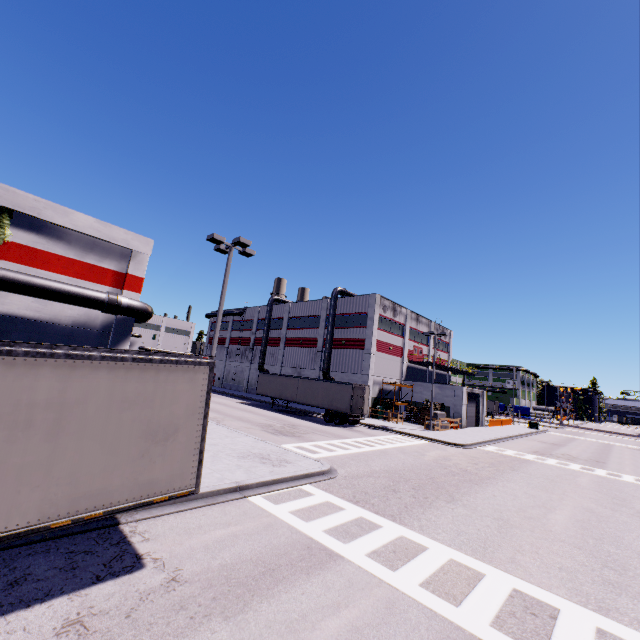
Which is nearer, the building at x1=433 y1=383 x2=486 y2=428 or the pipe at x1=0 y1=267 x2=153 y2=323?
the pipe at x1=0 y1=267 x2=153 y2=323

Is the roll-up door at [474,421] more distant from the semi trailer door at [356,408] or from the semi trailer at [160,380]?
the semi trailer door at [356,408]

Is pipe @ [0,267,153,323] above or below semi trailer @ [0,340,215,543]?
above

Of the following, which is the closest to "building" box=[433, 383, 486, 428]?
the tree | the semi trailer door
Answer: the tree

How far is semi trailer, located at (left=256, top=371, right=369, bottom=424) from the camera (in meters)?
→ 29.88

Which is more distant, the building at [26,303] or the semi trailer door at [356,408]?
the semi trailer door at [356,408]

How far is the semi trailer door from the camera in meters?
29.3

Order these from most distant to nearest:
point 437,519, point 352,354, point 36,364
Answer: point 352,354, point 437,519, point 36,364
